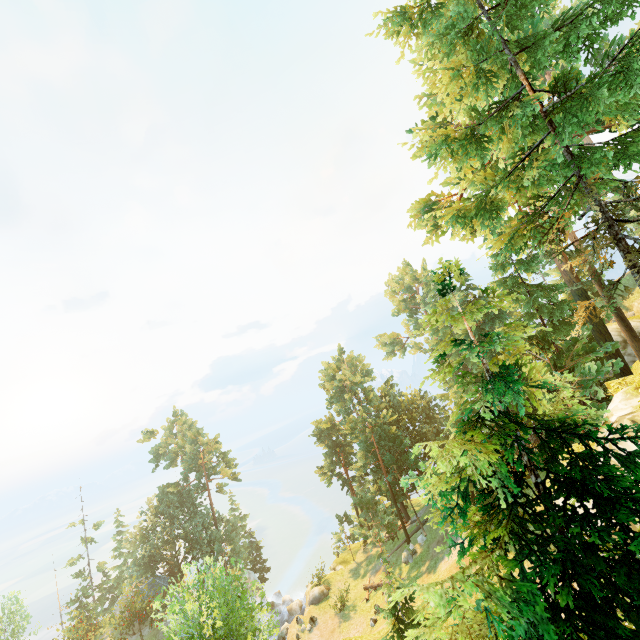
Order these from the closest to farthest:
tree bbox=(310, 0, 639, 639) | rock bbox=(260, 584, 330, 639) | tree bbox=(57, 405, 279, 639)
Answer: tree bbox=(310, 0, 639, 639) → tree bbox=(57, 405, 279, 639) → rock bbox=(260, 584, 330, 639)

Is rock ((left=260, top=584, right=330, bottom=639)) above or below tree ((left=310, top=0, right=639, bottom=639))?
below

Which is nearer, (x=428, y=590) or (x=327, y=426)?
(x=428, y=590)

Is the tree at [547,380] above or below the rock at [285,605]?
above

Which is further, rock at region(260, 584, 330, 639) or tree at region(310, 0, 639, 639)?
rock at region(260, 584, 330, 639)

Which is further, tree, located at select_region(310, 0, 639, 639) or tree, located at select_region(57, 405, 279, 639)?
tree, located at select_region(57, 405, 279, 639)

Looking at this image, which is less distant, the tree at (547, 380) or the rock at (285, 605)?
the tree at (547, 380)
